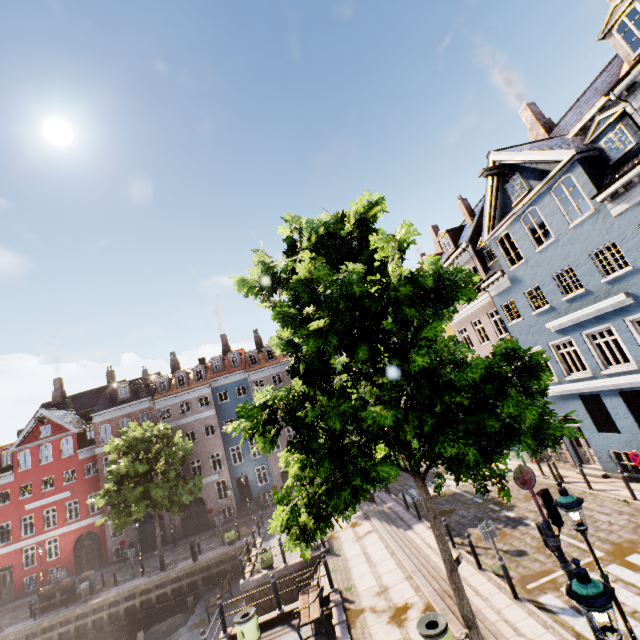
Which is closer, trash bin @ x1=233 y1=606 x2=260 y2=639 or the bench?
the bench

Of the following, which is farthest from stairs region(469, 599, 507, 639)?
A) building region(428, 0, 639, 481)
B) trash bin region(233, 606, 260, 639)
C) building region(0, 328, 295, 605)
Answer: building region(0, 328, 295, 605)

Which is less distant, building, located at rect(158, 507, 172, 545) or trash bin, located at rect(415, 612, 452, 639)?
trash bin, located at rect(415, 612, 452, 639)

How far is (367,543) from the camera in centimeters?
1511cm

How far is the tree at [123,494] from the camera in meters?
22.1

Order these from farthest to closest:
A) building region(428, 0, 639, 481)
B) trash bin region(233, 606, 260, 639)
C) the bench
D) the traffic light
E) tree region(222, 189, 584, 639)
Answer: building region(428, 0, 639, 481)
trash bin region(233, 606, 260, 639)
the bench
the traffic light
tree region(222, 189, 584, 639)

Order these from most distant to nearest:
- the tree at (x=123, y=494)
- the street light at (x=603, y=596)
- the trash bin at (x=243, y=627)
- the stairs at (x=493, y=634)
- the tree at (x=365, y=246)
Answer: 1. the tree at (x=123, y=494)
2. the trash bin at (x=243, y=627)
3. the stairs at (x=493, y=634)
4. the tree at (x=365, y=246)
5. the street light at (x=603, y=596)

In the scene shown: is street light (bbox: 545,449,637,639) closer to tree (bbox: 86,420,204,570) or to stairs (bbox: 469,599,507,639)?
tree (bbox: 86,420,204,570)
